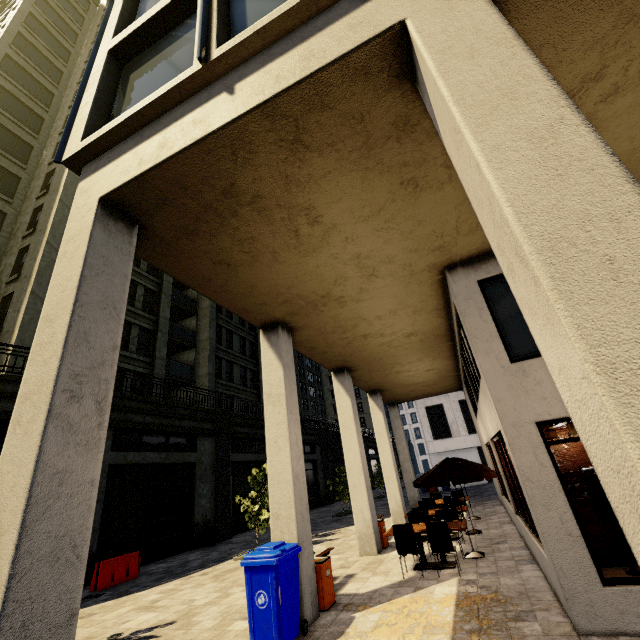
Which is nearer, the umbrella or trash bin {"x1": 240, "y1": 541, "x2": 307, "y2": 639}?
trash bin {"x1": 240, "y1": 541, "x2": 307, "y2": 639}

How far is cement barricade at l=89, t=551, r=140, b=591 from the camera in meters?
10.6

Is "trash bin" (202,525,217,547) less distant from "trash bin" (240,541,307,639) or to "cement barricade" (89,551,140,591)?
"cement barricade" (89,551,140,591)

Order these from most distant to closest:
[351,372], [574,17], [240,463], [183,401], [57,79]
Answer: [57,79]
[240,463]
[183,401]
[351,372]
[574,17]

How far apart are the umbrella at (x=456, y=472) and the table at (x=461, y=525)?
0.90m

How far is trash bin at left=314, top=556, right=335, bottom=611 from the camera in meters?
6.4 m

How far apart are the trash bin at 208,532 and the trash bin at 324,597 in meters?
11.8 m

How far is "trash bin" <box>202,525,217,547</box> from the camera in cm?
1611
